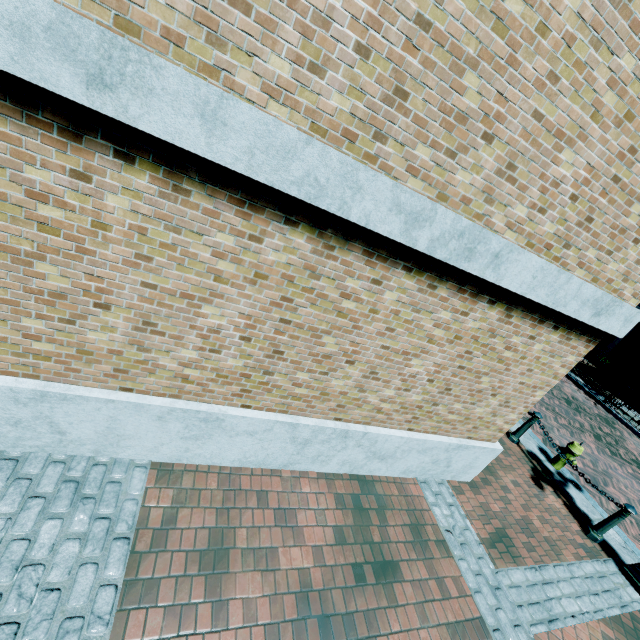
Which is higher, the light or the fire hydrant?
the fire hydrant

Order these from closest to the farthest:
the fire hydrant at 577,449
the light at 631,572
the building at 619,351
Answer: the light at 631,572 → the fire hydrant at 577,449 → the building at 619,351

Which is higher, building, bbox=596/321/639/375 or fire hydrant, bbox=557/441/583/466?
building, bbox=596/321/639/375

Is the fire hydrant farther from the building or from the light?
the building

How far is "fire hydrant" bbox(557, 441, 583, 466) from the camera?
6.7 meters

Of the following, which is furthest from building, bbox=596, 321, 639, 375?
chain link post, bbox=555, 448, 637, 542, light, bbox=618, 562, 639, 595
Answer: chain link post, bbox=555, 448, 637, 542

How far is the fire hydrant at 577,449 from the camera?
6.7 meters

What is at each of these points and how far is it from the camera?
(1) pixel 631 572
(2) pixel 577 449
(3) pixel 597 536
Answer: (1) light, 5.1m
(2) fire hydrant, 6.7m
(3) chain link post, 5.5m
